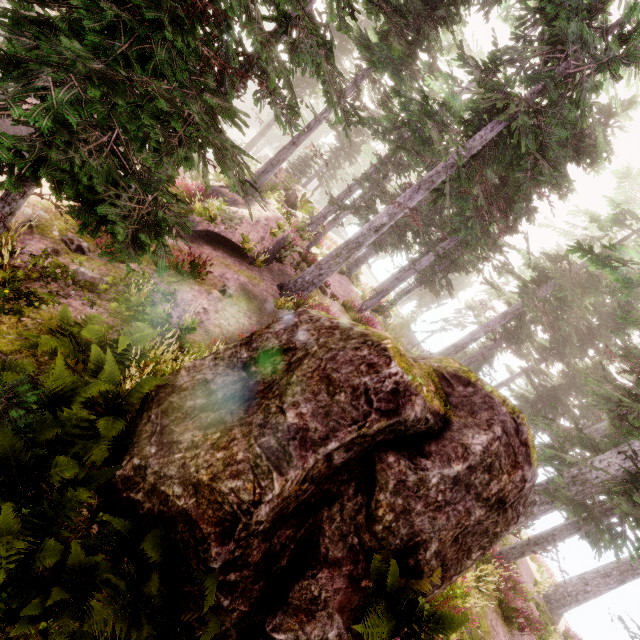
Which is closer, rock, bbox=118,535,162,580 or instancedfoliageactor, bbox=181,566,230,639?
instancedfoliageactor, bbox=181,566,230,639

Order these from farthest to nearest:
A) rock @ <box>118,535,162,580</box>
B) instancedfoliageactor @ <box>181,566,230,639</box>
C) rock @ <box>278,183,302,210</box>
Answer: rock @ <box>278,183,302,210</box> < rock @ <box>118,535,162,580</box> < instancedfoliageactor @ <box>181,566,230,639</box>

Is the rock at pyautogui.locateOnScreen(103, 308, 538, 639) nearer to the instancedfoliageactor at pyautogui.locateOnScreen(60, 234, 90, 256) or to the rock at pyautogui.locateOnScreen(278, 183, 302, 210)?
the instancedfoliageactor at pyautogui.locateOnScreen(60, 234, 90, 256)

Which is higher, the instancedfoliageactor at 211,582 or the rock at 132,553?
the instancedfoliageactor at 211,582

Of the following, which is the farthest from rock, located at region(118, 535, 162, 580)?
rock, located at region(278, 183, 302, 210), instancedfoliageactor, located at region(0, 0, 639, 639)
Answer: rock, located at region(278, 183, 302, 210)

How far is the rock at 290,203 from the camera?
20.0 meters

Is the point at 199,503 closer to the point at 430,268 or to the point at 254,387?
the point at 254,387
